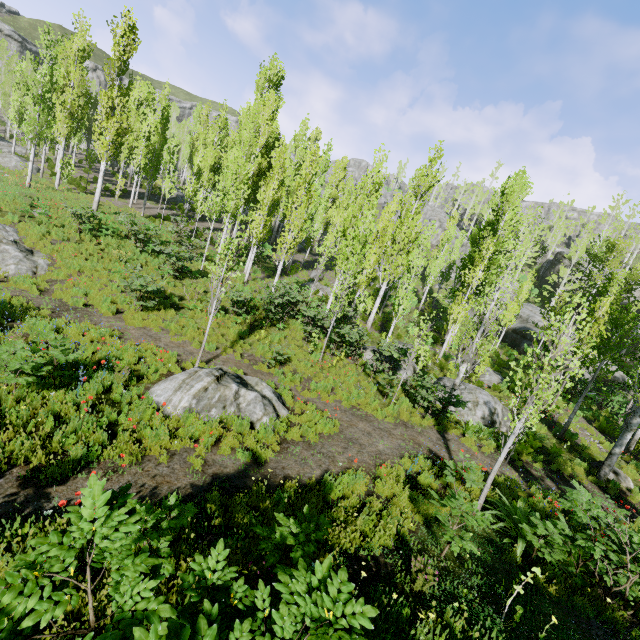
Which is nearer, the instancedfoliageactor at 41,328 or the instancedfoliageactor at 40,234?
the instancedfoliageactor at 41,328

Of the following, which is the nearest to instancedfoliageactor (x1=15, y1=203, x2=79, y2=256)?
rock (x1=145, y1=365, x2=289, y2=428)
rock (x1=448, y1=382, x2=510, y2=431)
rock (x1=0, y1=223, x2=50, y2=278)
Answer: rock (x1=145, y1=365, x2=289, y2=428)

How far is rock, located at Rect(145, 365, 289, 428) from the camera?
7.76m

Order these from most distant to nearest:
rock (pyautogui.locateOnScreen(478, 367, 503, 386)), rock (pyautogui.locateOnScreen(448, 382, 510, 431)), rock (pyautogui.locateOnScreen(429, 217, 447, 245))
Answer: rock (pyautogui.locateOnScreen(429, 217, 447, 245)) < rock (pyautogui.locateOnScreen(478, 367, 503, 386)) < rock (pyautogui.locateOnScreen(448, 382, 510, 431))

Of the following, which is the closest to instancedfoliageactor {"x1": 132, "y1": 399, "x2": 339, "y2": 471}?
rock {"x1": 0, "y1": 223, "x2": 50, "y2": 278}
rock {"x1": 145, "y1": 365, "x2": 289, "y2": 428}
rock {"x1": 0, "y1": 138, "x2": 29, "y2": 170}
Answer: rock {"x1": 0, "y1": 138, "x2": 29, "y2": 170}

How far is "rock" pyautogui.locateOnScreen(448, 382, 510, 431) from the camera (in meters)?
14.03

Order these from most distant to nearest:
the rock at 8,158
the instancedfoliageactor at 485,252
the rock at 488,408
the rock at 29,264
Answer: the rock at 8,158
the rock at 488,408
the rock at 29,264
the instancedfoliageactor at 485,252

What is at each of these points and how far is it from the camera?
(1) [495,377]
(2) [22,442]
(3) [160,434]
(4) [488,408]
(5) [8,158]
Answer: (1) rock, 20.1 meters
(2) instancedfoliageactor, 5.3 meters
(3) instancedfoliageactor, 6.5 meters
(4) rock, 14.3 meters
(5) rock, 26.4 meters
